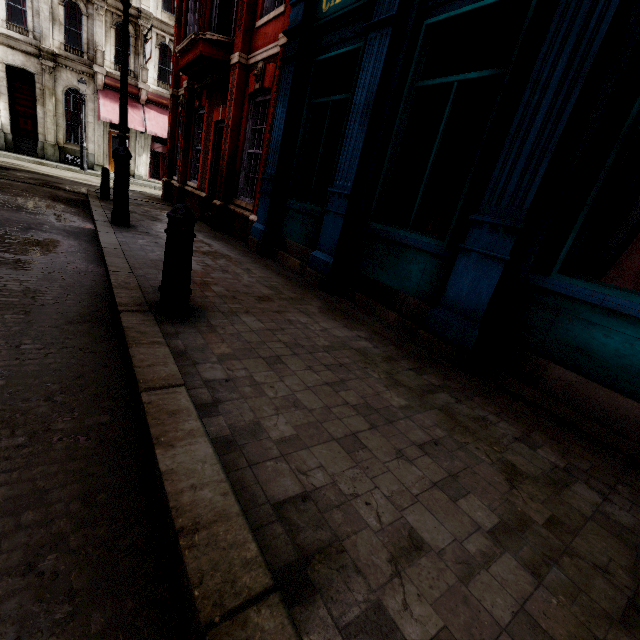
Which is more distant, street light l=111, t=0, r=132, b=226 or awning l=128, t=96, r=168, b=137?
awning l=128, t=96, r=168, b=137

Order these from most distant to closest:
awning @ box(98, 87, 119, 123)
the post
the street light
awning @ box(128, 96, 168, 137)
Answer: awning @ box(128, 96, 168, 137), awning @ box(98, 87, 119, 123), the street light, the post

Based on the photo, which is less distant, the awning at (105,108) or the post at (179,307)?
the post at (179,307)

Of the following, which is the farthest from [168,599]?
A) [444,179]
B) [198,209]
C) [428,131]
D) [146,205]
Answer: [146,205]

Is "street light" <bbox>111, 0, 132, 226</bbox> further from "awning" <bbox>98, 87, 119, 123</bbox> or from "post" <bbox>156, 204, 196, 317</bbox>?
"awning" <bbox>98, 87, 119, 123</bbox>

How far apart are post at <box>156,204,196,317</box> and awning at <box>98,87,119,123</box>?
23.3 meters

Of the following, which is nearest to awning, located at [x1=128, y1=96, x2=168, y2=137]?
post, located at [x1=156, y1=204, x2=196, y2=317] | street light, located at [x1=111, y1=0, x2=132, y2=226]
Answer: street light, located at [x1=111, y1=0, x2=132, y2=226]

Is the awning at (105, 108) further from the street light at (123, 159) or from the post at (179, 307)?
the post at (179, 307)
